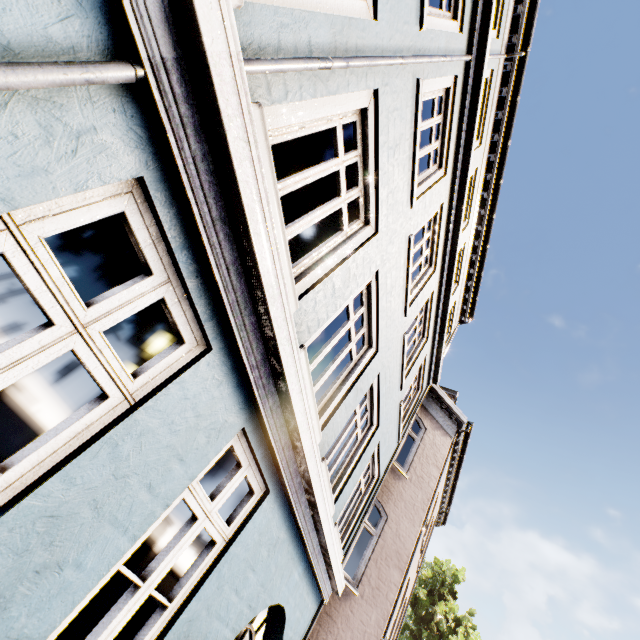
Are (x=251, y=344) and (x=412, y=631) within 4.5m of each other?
no
